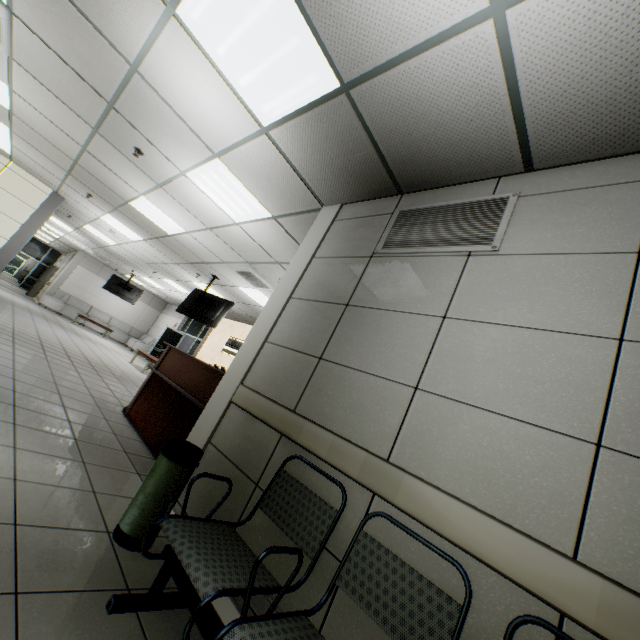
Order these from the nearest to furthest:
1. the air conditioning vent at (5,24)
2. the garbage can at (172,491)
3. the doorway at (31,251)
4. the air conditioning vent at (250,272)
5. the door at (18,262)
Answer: the garbage can at (172,491)
the air conditioning vent at (5,24)
the air conditioning vent at (250,272)
the doorway at (31,251)
the door at (18,262)

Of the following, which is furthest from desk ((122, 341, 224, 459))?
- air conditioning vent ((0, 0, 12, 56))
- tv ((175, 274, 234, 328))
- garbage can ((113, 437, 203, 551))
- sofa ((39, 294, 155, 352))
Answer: sofa ((39, 294, 155, 352))

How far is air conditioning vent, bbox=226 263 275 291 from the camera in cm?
658

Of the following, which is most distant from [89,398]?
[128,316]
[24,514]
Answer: [128,316]

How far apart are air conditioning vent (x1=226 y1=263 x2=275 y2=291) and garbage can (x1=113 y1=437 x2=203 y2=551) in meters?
4.5

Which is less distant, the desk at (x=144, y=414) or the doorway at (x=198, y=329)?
the desk at (x=144, y=414)

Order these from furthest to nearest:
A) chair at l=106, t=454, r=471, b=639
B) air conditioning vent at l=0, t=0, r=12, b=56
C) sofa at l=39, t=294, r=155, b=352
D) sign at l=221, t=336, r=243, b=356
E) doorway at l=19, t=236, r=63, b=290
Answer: doorway at l=19, t=236, r=63, b=290 → sofa at l=39, t=294, r=155, b=352 → sign at l=221, t=336, r=243, b=356 → air conditioning vent at l=0, t=0, r=12, b=56 → chair at l=106, t=454, r=471, b=639

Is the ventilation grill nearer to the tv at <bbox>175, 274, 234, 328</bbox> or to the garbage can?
the garbage can
